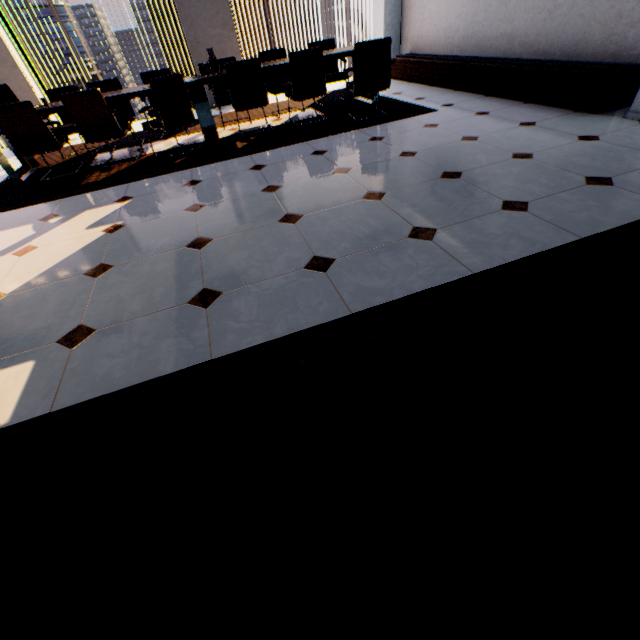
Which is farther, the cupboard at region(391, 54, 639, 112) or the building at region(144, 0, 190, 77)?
the building at region(144, 0, 190, 77)

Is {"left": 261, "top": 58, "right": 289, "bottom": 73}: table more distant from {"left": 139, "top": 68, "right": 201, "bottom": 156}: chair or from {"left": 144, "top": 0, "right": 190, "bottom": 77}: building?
{"left": 144, "top": 0, "right": 190, "bottom": 77}: building

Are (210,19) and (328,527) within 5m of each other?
no

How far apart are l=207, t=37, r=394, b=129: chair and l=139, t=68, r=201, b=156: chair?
1.4 meters

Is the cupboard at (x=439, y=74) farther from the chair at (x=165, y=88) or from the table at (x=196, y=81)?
the chair at (x=165, y=88)

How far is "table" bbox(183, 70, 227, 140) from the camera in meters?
4.5

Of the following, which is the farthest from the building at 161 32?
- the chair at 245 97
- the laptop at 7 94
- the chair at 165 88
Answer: the chair at 245 97

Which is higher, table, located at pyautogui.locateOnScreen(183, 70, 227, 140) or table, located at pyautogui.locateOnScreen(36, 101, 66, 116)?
table, located at pyautogui.locateOnScreen(36, 101, 66, 116)
